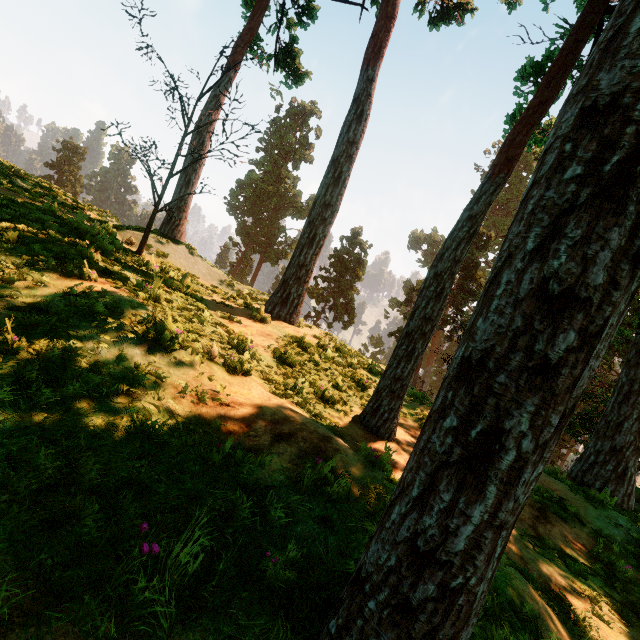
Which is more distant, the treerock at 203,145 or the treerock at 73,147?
the treerock at 73,147

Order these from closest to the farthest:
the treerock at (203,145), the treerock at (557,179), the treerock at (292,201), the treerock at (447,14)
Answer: the treerock at (557,179)
the treerock at (203,145)
the treerock at (292,201)
the treerock at (447,14)

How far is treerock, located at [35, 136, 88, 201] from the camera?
53.9 meters

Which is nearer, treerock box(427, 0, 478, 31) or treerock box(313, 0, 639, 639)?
treerock box(313, 0, 639, 639)

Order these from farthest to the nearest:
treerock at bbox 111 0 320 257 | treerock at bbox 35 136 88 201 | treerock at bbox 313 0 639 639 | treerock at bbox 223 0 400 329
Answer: treerock at bbox 35 136 88 201, treerock at bbox 223 0 400 329, treerock at bbox 111 0 320 257, treerock at bbox 313 0 639 639

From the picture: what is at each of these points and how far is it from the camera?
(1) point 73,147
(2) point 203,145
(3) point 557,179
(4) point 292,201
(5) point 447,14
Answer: (1) treerock, 57.1m
(2) treerock, 13.9m
(3) treerock, 1.6m
(4) treerock, 51.7m
(5) treerock, 17.3m

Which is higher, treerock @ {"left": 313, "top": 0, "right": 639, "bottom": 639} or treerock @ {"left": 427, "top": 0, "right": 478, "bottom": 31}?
treerock @ {"left": 427, "top": 0, "right": 478, "bottom": 31}
